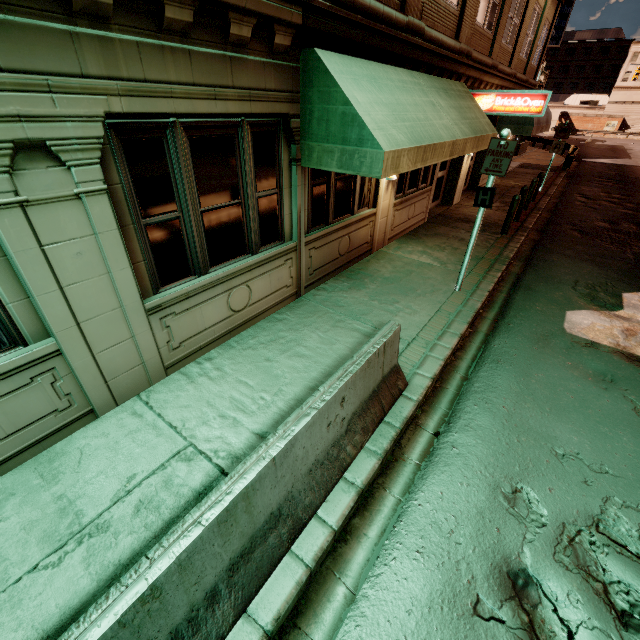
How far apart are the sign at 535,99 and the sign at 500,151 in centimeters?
589cm

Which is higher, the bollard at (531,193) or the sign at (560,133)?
the sign at (560,133)

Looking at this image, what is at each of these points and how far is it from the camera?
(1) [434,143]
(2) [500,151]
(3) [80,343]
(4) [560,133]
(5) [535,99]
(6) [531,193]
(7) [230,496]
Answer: (1) awning, 5.73m
(2) sign, 5.61m
(3) building, 3.54m
(4) sign, 15.23m
(5) sign, 9.47m
(6) bollard, 12.83m
(7) barrier, 2.31m

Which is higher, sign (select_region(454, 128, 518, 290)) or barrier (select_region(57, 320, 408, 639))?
sign (select_region(454, 128, 518, 290))

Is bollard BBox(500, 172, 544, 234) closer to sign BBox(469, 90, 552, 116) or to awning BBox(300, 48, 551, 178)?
sign BBox(469, 90, 552, 116)

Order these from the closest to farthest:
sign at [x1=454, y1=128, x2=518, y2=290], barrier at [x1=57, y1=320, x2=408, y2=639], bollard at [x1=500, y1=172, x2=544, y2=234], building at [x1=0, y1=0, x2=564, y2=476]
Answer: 1. barrier at [x1=57, y1=320, x2=408, y2=639]
2. building at [x1=0, y1=0, x2=564, y2=476]
3. sign at [x1=454, y1=128, x2=518, y2=290]
4. bollard at [x1=500, y1=172, x2=544, y2=234]

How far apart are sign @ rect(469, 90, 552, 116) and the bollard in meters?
2.2 m
